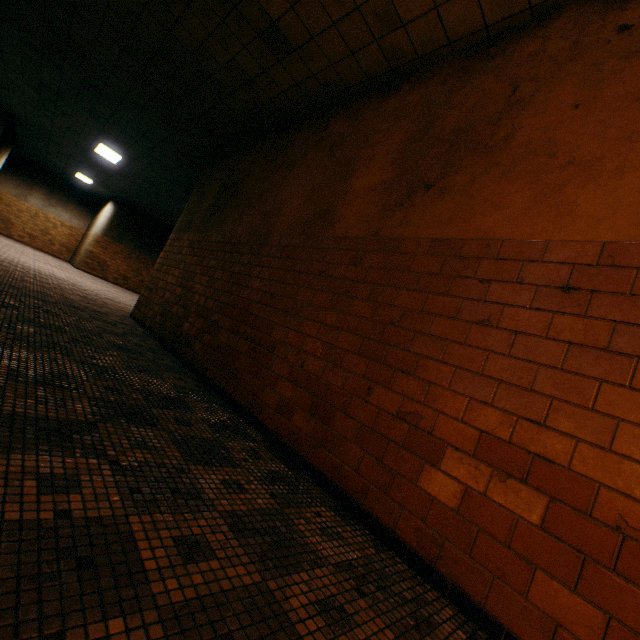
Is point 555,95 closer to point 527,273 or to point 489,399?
point 527,273
